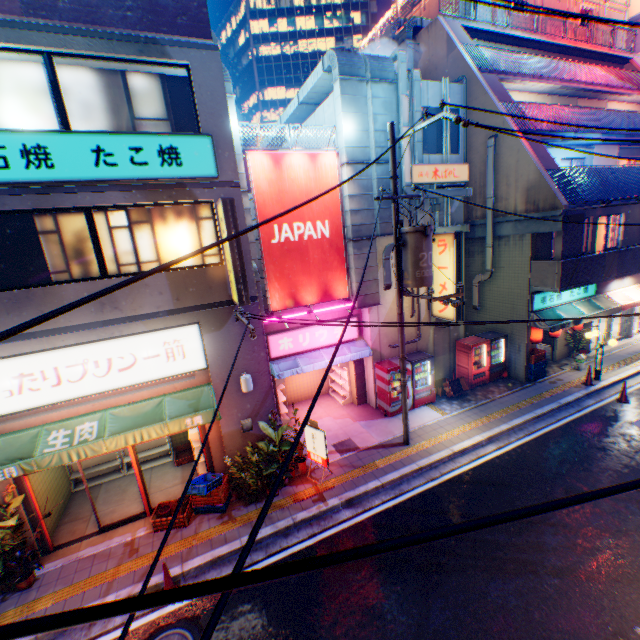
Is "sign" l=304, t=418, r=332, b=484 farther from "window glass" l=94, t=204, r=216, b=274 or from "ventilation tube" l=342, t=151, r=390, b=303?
"window glass" l=94, t=204, r=216, b=274

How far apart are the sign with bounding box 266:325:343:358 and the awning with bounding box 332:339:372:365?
0.1 meters

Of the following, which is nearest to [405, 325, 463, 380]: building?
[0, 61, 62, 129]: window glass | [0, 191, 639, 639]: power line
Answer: [0, 191, 639, 639]: power line

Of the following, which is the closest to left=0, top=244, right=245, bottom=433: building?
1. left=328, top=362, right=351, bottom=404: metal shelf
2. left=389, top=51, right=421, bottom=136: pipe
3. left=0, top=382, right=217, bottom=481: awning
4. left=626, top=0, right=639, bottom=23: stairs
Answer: left=0, top=382, right=217, bottom=481: awning

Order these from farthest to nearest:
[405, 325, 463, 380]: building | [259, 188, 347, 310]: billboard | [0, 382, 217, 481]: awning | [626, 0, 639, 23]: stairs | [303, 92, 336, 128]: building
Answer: [626, 0, 639, 23]: stairs → [405, 325, 463, 380]: building → [303, 92, 336, 128]: building → [259, 188, 347, 310]: billboard → [0, 382, 217, 481]: awning

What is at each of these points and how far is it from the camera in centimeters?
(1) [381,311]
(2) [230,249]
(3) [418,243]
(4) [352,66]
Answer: (1) building, 1285cm
(2) sign, 764cm
(3) electric pole, 838cm
(4) ventilation tube, 1022cm

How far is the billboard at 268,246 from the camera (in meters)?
10.49

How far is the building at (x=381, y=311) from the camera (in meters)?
12.36
